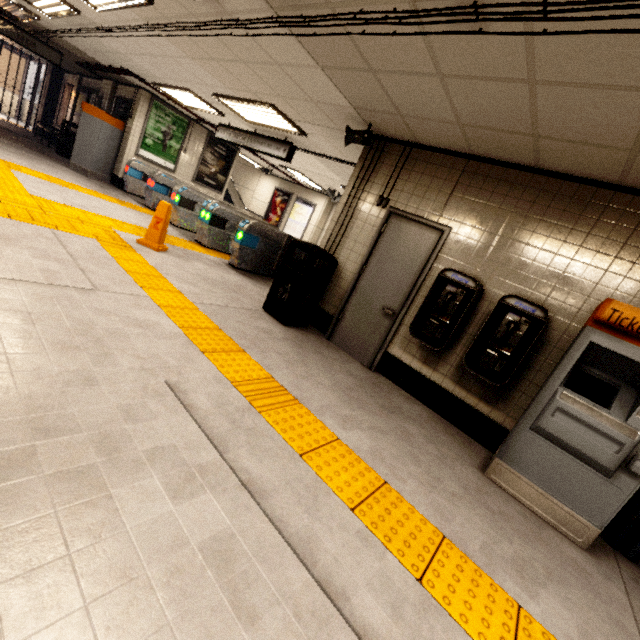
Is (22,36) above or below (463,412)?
above

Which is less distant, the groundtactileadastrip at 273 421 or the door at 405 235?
the groundtactileadastrip at 273 421

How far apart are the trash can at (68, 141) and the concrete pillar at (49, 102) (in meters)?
4.64

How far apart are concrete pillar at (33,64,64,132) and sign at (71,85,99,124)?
2.7 meters

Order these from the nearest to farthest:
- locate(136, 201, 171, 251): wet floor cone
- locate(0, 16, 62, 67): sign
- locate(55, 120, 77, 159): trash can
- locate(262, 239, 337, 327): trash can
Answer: locate(262, 239, 337, 327): trash can
locate(136, 201, 171, 251): wet floor cone
locate(0, 16, 62, 67): sign
locate(55, 120, 77, 159): trash can

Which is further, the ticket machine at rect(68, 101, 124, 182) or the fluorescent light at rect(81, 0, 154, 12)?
the ticket machine at rect(68, 101, 124, 182)

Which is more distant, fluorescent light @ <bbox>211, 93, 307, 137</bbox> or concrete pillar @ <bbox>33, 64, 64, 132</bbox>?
concrete pillar @ <bbox>33, 64, 64, 132</bbox>

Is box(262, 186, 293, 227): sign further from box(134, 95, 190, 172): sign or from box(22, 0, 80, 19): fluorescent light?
box(22, 0, 80, 19): fluorescent light
